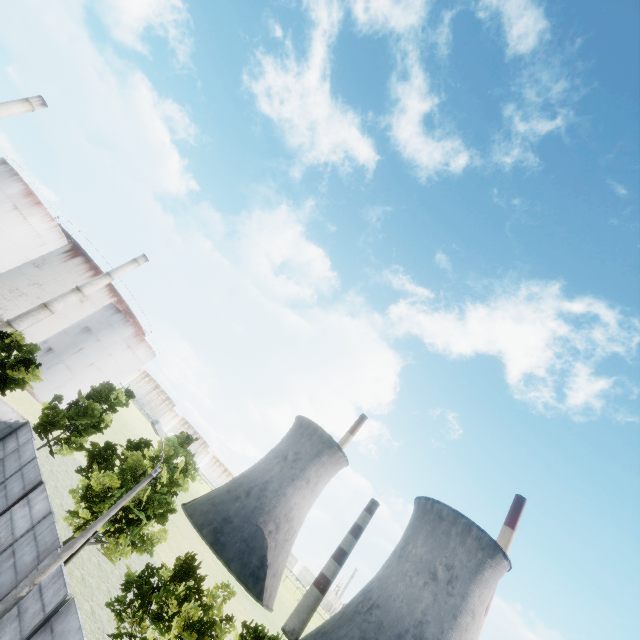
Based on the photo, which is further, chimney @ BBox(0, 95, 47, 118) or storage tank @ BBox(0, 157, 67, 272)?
storage tank @ BBox(0, 157, 67, 272)

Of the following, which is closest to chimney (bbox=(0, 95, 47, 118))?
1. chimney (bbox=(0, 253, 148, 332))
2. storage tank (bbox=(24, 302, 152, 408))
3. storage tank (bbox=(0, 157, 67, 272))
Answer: storage tank (bbox=(0, 157, 67, 272))

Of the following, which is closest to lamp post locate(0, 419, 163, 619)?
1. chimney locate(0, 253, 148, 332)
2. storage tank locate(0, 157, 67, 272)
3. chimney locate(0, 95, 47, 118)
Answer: chimney locate(0, 253, 148, 332)

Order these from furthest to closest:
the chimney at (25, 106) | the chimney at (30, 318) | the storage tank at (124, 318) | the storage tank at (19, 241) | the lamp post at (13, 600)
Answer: the storage tank at (124, 318) < the chimney at (30, 318) < the storage tank at (19, 241) < the chimney at (25, 106) < the lamp post at (13, 600)

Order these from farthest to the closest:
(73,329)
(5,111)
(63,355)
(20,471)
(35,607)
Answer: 1. (73,329)
2. (63,355)
3. (5,111)
4. (20,471)
5. (35,607)

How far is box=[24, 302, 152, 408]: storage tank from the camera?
50.4 meters

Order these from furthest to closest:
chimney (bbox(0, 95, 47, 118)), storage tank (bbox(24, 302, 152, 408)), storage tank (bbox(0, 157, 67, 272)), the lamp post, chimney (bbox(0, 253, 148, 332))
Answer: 1. storage tank (bbox(24, 302, 152, 408))
2. chimney (bbox(0, 253, 148, 332))
3. storage tank (bbox(0, 157, 67, 272))
4. chimney (bbox(0, 95, 47, 118))
5. the lamp post

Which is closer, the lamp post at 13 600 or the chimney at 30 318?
the lamp post at 13 600
